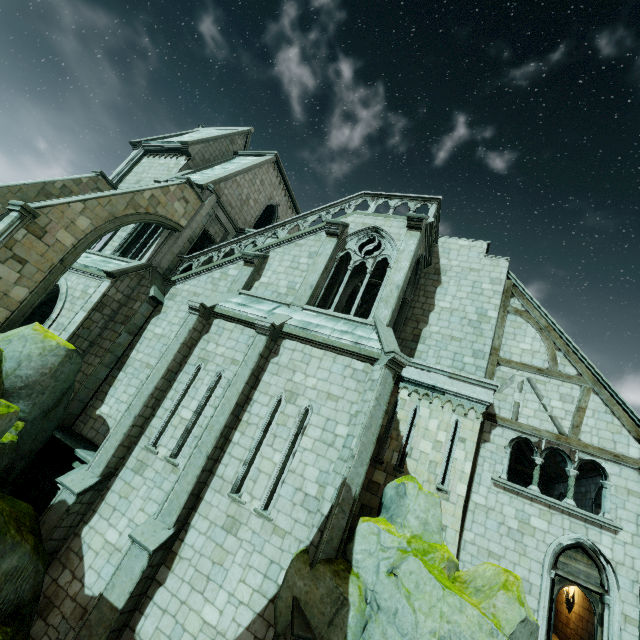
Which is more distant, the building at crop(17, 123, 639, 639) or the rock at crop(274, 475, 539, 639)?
the building at crop(17, 123, 639, 639)

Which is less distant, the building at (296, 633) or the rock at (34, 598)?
the building at (296, 633)

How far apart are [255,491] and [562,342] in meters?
12.5 m

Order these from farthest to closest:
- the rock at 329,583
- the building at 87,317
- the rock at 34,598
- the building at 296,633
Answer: the building at 87,317, the rock at 34,598, the building at 296,633, the rock at 329,583

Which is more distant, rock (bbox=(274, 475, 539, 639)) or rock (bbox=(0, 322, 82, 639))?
rock (bbox=(0, 322, 82, 639))

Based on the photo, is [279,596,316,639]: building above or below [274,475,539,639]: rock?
below

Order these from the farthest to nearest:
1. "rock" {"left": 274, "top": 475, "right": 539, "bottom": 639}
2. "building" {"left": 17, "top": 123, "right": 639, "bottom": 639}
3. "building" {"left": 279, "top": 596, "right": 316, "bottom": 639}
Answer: "building" {"left": 17, "top": 123, "right": 639, "bottom": 639}, "building" {"left": 279, "top": 596, "right": 316, "bottom": 639}, "rock" {"left": 274, "top": 475, "right": 539, "bottom": 639}

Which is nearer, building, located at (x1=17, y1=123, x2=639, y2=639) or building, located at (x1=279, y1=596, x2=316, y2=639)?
building, located at (x1=279, y1=596, x2=316, y2=639)
